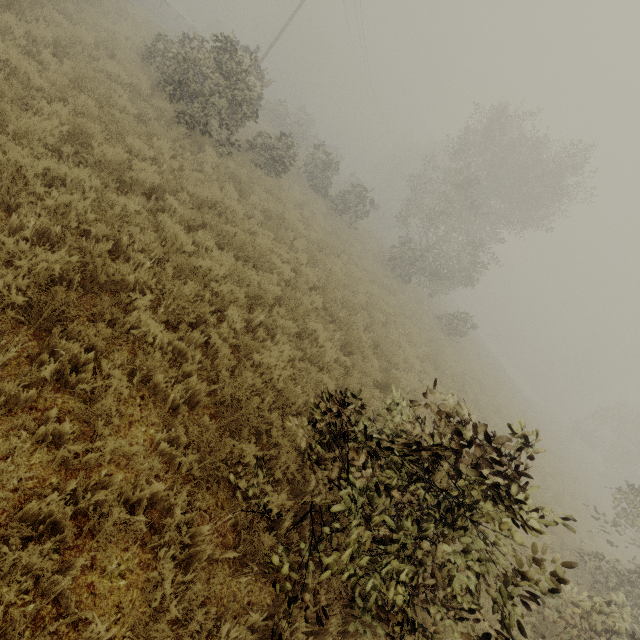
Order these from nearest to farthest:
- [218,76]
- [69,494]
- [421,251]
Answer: [69,494]
[218,76]
[421,251]
